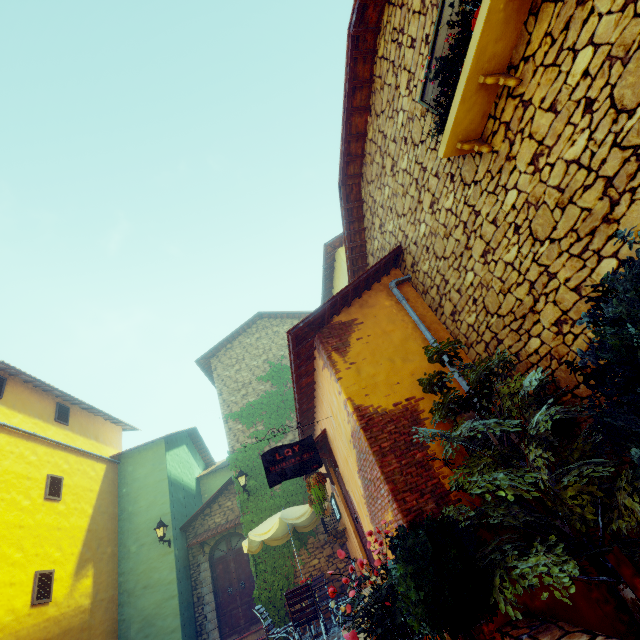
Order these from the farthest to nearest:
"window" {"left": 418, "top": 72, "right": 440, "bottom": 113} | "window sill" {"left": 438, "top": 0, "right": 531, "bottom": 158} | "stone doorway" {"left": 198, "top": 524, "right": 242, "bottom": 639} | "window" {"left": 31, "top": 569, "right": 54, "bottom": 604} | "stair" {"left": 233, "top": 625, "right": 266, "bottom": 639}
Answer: "stone doorway" {"left": 198, "top": 524, "right": 242, "bottom": 639} → "stair" {"left": 233, "top": 625, "right": 266, "bottom": 639} → "window" {"left": 31, "top": 569, "right": 54, "bottom": 604} → "window" {"left": 418, "top": 72, "right": 440, "bottom": 113} → "window sill" {"left": 438, "top": 0, "right": 531, "bottom": 158}

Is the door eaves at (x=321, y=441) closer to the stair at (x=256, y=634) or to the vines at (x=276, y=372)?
the vines at (x=276, y=372)

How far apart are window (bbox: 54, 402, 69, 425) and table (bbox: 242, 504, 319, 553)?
7.50m

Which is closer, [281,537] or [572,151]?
[572,151]

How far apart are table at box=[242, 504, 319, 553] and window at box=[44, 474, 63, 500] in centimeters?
587cm

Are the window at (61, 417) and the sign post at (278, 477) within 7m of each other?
no

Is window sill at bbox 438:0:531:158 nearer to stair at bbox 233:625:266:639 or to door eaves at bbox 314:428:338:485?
door eaves at bbox 314:428:338:485

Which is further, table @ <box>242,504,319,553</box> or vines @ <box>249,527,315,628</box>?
vines @ <box>249,527,315,628</box>
